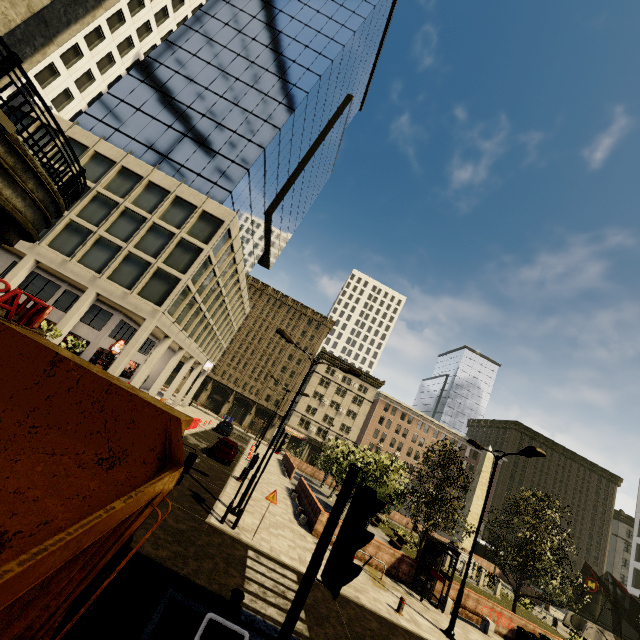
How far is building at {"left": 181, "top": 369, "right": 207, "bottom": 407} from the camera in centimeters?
4441cm

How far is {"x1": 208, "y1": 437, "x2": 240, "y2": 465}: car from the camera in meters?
22.1

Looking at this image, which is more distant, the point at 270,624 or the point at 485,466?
the point at 485,466

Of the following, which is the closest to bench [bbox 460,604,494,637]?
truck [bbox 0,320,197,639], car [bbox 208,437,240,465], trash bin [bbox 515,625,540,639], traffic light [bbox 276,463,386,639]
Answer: trash bin [bbox 515,625,540,639]

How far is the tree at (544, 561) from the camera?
18.36m

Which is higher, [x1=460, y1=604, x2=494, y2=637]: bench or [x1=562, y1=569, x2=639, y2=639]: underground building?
[x1=562, y1=569, x2=639, y2=639]: underground building

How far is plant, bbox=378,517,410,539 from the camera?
29.0 meters

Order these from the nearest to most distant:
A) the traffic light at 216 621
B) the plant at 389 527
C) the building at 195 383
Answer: the traffic light at 216 621 → the plant at 389 527 → the building at 195 383
